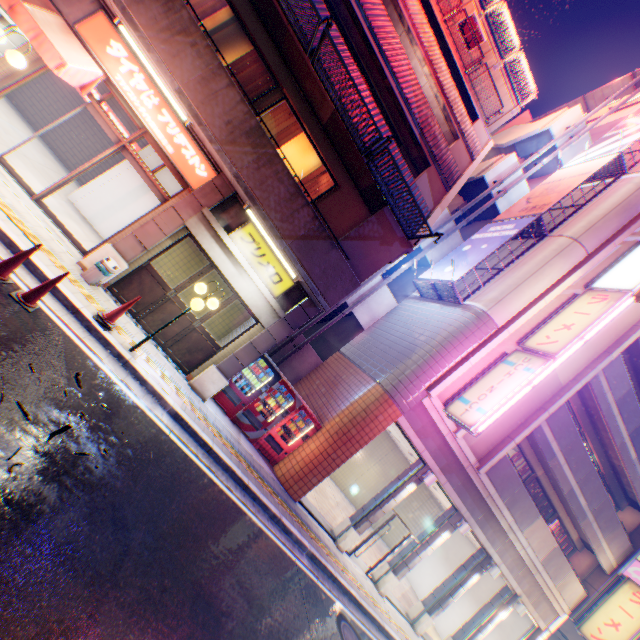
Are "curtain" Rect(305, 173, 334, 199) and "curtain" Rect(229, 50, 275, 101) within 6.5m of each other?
yes

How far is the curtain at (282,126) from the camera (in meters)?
9.00

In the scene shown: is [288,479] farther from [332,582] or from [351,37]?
[351,37]

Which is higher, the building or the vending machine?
the building

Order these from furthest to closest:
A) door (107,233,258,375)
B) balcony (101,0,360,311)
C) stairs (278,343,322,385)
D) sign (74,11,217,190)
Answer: stairs (278,343,322,385), door (107,233,258,375), sign (74,11,217,190), balcony (101,0,360,311)

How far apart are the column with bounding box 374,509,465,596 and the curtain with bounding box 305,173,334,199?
12.6 meters

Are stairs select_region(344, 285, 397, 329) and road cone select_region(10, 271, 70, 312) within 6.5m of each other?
no

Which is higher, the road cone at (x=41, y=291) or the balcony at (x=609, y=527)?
the balcony at (x=609, y=527)
